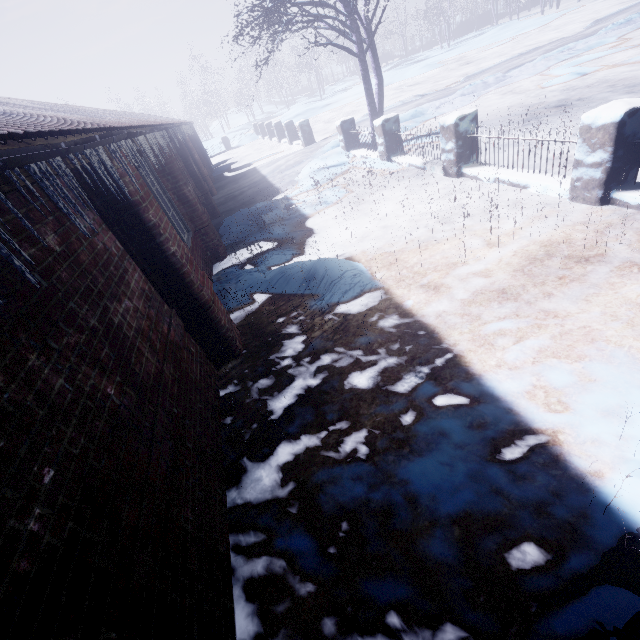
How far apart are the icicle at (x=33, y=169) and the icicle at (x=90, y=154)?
0.6m

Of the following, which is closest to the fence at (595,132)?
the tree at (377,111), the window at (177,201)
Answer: the tree at (377,111)

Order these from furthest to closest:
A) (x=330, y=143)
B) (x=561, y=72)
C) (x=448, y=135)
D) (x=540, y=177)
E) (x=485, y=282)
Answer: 1. (x=330, y=143)
2. (x=561, y=72)
3. (x=448, y=135)
4. (x=540, y=177)
5. (x=485, y=282)

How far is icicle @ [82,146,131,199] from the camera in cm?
187

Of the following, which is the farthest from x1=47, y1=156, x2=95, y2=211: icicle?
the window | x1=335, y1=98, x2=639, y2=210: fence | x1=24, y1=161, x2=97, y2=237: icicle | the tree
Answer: the tree

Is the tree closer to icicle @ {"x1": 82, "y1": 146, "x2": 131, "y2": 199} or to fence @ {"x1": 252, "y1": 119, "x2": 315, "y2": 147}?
fence @ {"x1": 252, "y1": 119, "x2": 315, "y2": 147}

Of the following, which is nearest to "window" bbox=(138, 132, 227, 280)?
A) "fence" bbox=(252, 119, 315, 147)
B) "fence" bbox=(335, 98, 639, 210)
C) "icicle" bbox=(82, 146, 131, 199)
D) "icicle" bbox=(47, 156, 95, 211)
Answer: "icicle" bbox=(82, 146, 131, 199)

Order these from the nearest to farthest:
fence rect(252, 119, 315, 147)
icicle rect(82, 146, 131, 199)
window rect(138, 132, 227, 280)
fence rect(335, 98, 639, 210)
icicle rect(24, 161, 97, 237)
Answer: icicle rect(24, 161, 97, 237) → icicle rect(82, 146, 131, 199) → fence rect(335, 98, 639, 210) → window rect(138, 132, 227, 280) → fence rect(252, 119, 315, 147)
